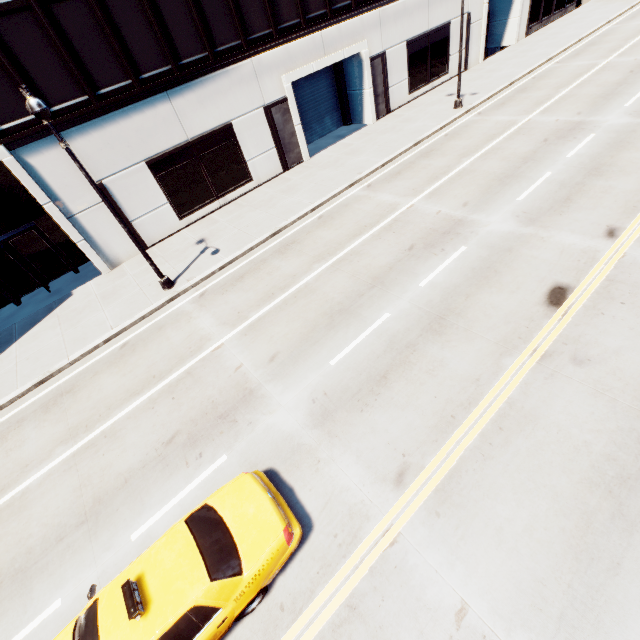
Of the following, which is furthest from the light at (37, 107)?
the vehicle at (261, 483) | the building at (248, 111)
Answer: the vehicle at (261, 483)

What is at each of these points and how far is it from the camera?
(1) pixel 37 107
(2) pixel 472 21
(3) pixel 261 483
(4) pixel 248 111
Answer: (1) light, 8.66m
(2) building, 25.70m
(3) vehicle, 6.38m
(4) building, 17.88m

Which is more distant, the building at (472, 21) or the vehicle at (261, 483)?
the building at (472, 21)

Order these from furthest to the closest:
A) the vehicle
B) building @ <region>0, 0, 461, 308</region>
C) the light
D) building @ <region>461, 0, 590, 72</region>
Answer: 1. building @ <region>461, 0, 590, 72</region>
2. building @ <region>0, 0, 461, 308</region>
3. the light
4. the vehicle

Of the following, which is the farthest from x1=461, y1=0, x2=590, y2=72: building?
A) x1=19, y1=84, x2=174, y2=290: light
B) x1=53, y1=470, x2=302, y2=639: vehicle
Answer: x1=53, y1=470, x2=302, y2=639: vehicle

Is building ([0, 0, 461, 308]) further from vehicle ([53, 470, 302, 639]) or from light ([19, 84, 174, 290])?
vehicle ([53, 470, 302, 639])
